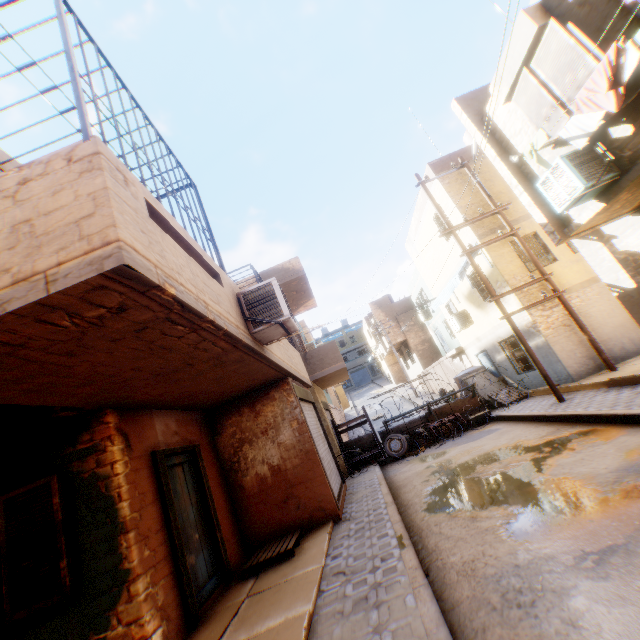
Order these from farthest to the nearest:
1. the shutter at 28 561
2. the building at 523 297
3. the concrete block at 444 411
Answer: the concrete block at 444 411
the building at 523 297
the shutter at 28 561

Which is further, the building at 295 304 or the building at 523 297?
the building at 295 304

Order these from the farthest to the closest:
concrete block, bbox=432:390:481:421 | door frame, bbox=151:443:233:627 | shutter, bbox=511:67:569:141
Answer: concrete block, bbox=432:390:481:421
shutter, bbox=511:67:569:141
door frame, bbox=151:443:233:627

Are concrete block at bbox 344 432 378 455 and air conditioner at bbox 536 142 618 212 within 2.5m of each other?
no

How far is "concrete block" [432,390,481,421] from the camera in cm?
1388

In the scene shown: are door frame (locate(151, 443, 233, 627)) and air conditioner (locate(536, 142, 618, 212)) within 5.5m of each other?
no

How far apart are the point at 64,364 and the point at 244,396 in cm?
522

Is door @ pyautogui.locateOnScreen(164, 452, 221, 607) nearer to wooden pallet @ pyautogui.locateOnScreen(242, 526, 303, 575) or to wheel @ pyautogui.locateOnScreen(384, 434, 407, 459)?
wooden pallet @ pyautogui.locateOnScreen(242, 526, 303, 575)
